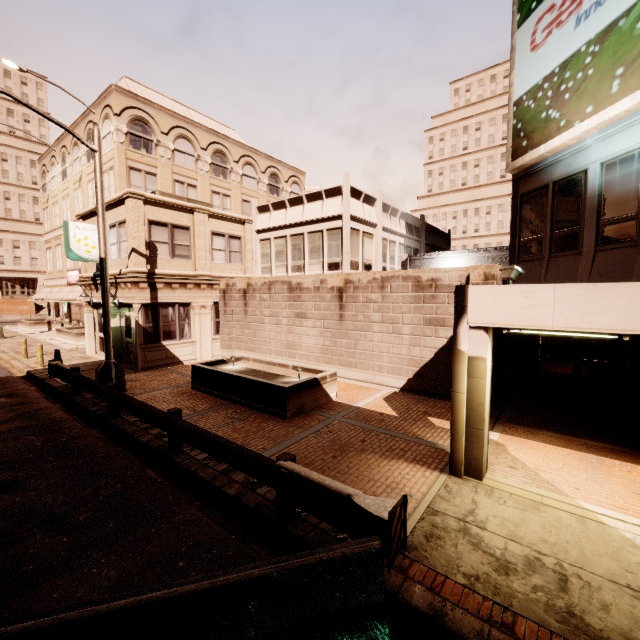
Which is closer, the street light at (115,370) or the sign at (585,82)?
the sign at (585,82)

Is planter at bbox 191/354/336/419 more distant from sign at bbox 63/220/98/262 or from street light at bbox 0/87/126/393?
sign at bbox 63/220/98/262

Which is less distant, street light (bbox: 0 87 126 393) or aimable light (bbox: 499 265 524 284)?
aimable light (bbox: 499 265 524 284)

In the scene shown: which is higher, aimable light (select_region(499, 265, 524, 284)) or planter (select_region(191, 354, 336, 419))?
aimable light (select_region(499, 265, 524, 284))

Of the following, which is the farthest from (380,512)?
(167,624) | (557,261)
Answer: (557,261)

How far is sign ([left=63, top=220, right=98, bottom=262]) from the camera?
15.2 meters

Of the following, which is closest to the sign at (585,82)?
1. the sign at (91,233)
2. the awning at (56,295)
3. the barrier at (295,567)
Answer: the barrier at (295,567)

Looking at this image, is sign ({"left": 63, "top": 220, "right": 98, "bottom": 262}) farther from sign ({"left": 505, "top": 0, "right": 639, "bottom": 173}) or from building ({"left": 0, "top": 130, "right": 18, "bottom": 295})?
building ({"left": 0, "top": 130, "right": 18, "bottom": 295})
